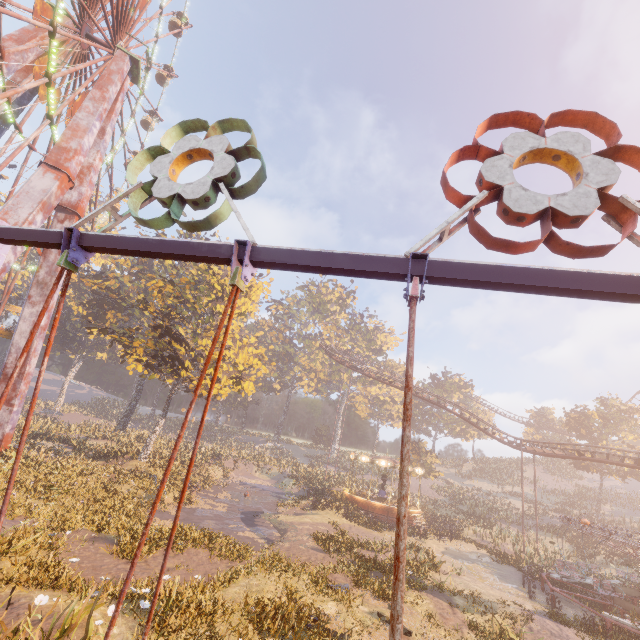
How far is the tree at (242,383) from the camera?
26.4m

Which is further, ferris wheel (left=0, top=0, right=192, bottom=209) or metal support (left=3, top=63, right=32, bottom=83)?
metal support (left=3, top=63, right=32, bottom=83)

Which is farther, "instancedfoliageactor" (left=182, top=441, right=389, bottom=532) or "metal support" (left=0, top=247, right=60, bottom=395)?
"instancedfoliageactor" (left=182, top=441, right=389, bottom=532)

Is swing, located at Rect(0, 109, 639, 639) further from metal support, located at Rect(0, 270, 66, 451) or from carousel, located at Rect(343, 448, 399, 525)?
carousel, located at Rect(343, 448, 399, 525)

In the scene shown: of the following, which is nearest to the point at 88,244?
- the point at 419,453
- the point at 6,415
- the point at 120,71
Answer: the point at 6,415

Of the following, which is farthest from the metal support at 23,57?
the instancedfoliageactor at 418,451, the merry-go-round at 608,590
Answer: the merry-go-round at 608,590

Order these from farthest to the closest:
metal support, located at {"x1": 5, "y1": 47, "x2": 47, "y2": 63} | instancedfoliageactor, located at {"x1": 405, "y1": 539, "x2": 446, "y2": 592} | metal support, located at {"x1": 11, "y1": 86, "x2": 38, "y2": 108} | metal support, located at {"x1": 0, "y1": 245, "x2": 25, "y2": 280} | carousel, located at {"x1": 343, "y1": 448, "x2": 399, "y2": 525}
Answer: carousel, located at {"x1": 343, "y1": 448, "x2": 399, "y2": 525}, metal support, located at {"x1": 11, "y1": 86, "x2": 38, "y2": 108}, metal support, located at {"x1": 5, "y1": 47, "x2": 47, "y2": 63}, instancedfoliageactor, located at {"x1": 405, "y1": 539, "x2": 446, "y2": 592}, metal support, located at {"x1": 0, "y1": 245, "x2": 25, "y2": 280}

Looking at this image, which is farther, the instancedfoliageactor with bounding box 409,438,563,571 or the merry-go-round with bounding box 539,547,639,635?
the instancedfoliageactor with bounding box 409,438,563,571
